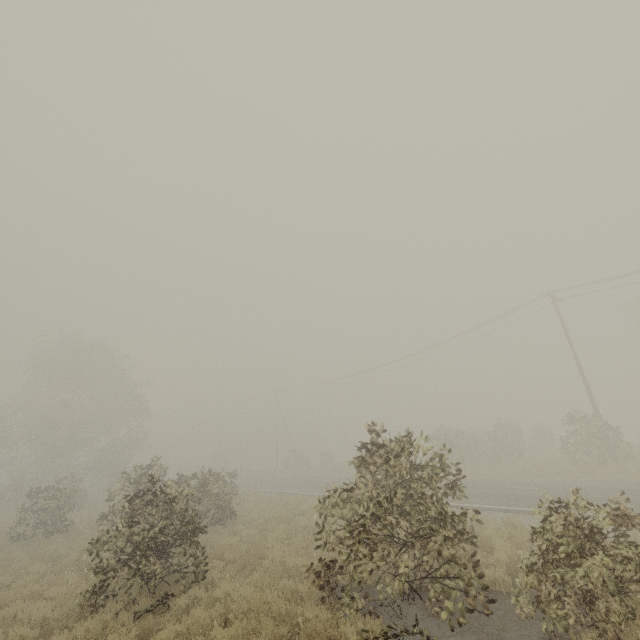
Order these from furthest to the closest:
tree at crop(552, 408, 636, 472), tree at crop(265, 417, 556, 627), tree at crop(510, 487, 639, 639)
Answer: tree at crop(552, 408, 636, 472), tree at crop(265, 417, 556, 627), tree at crop(510, 487, 639, 639)

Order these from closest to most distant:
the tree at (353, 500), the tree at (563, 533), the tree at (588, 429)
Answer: the tree at (563, 533), the tree at (353, 500), the tree at (588, 429)

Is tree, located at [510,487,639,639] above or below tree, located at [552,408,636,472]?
below

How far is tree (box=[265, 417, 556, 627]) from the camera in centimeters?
596cm

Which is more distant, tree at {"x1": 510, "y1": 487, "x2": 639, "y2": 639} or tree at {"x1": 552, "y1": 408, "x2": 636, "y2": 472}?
tree at {"x1": 552, "y1": 408, "x2": 636, "y2": 472}

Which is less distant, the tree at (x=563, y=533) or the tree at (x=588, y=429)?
the tree at (x=563, y=533)

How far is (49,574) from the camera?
10.97m
